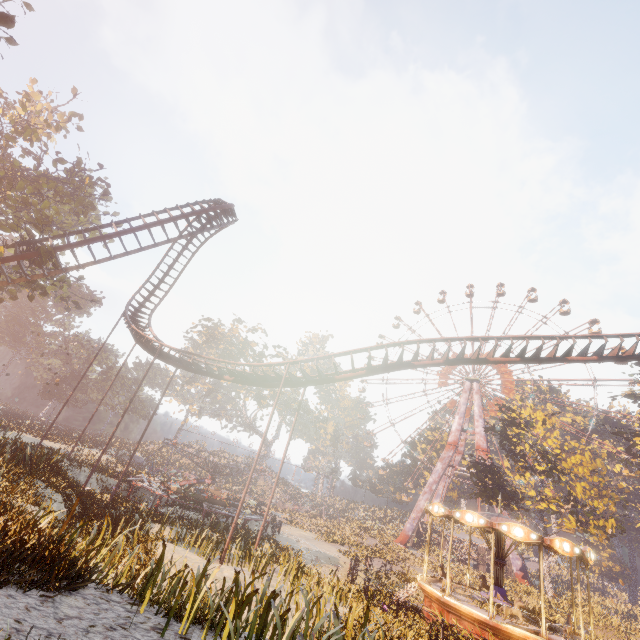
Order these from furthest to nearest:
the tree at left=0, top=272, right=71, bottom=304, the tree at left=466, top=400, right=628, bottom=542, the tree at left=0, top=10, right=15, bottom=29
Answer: the tree at left=466, top=400, right=628, bottom=542 → the tree at left=0, top=272, right=71, bottom=304 → the tree at left=0, top=10, right=15, bottom=29

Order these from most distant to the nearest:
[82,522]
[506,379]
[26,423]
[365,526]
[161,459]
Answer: [506,379] → [161,459] → [365,526] → [26,423] → [82,522]

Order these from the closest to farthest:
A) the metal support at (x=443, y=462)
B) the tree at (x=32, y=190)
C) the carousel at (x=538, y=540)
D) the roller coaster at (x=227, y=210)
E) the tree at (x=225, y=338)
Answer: the carousel at (x=538, y=540) → the roller coaster at (x=227, y=210) → the tree at (x=32, y=190) → the metal support at (x=443, y=462) → the tree at (x=225, y=338)

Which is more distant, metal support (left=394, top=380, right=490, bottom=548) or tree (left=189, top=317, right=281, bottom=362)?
tree (left=189, top=317, right=281, bottom=362)

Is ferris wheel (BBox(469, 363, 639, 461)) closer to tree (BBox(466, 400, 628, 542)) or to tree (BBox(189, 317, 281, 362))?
tree (BBox(466, 400, 628, 542))

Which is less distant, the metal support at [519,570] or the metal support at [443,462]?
the metal support at [519,570]

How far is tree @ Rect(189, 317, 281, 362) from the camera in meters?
53.0

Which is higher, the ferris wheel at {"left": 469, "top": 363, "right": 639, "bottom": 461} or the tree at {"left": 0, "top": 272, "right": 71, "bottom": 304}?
the ferris wheel at {"left": 469, "top": 363, "right": 639, "bottom": 461}
